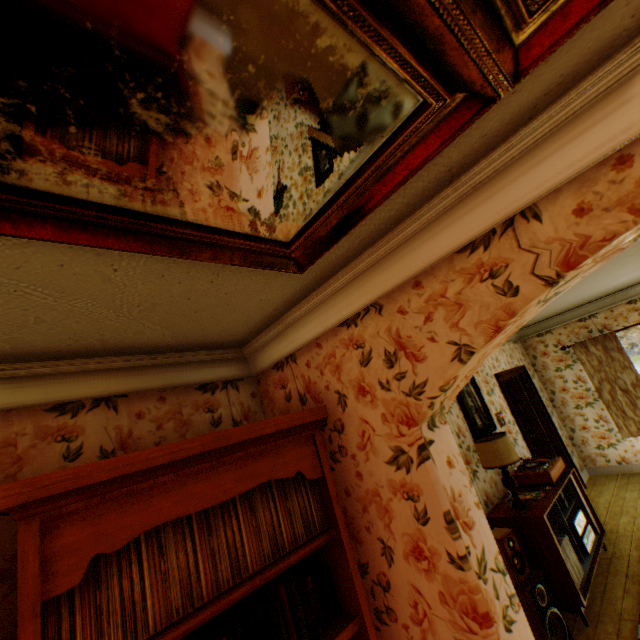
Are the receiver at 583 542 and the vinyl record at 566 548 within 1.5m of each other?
yes

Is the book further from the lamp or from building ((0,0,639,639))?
the lamp

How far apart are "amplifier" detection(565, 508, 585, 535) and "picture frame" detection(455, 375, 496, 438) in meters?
1.2 m

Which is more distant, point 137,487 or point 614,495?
point 614,495

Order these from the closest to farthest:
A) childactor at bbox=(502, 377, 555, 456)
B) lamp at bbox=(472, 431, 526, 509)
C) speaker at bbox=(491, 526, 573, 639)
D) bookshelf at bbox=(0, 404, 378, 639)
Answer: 1. bookshelf at bbox=(0, 404, 378, 639)
2. speaker at bbox=(491, 526, 573, 639)
3. lamp at bbox=(472, 431, 526, 509)
4. childactor at bbox=(502, 377, 555, 456)

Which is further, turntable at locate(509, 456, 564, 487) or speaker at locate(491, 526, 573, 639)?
turntable at locate(509, 456, 564, 487)

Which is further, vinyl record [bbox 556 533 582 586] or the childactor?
the childactor

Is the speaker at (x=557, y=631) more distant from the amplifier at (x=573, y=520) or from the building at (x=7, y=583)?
the amplifier at (x=573, y=520)
